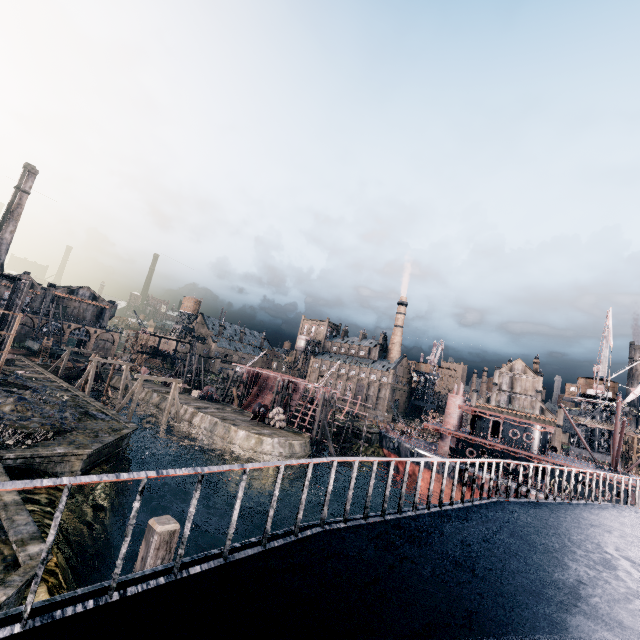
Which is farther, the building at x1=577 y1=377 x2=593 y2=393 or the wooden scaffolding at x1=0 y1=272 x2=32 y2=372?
the building at x1=577 y1=377 x2=593 y2=393

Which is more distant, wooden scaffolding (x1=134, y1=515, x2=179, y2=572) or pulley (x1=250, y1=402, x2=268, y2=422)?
pulley (x1=250, y1=402, x2=268, y2=422)

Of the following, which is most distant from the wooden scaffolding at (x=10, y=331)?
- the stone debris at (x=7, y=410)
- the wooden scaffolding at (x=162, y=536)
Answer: the wooden scaffolding at (x=162, y=536)

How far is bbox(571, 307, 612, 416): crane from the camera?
46.4m

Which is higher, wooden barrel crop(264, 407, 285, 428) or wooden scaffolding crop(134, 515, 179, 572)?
wooden scaffolding crop(134, 515, 179, 572)

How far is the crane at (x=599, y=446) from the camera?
48.0 meters

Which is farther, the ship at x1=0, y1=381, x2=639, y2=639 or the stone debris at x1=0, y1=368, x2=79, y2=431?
the stone debris at x1=0, y1=368, x2=79, y2=431

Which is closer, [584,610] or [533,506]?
[584,610]
